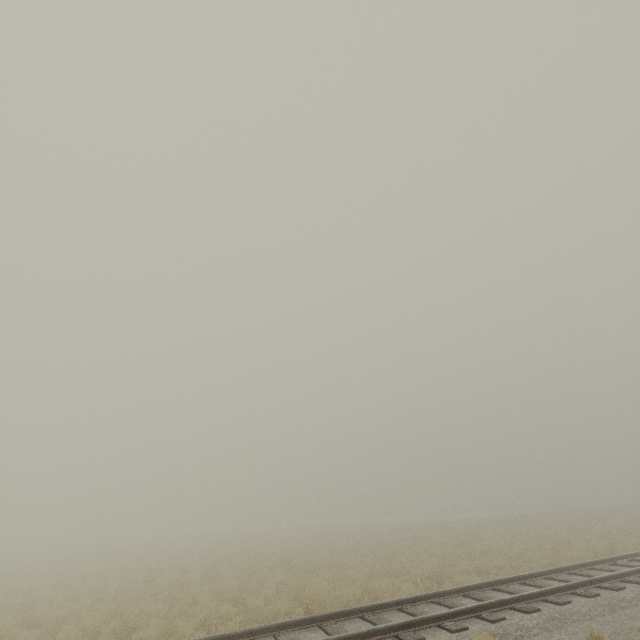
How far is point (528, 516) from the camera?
35.16m
